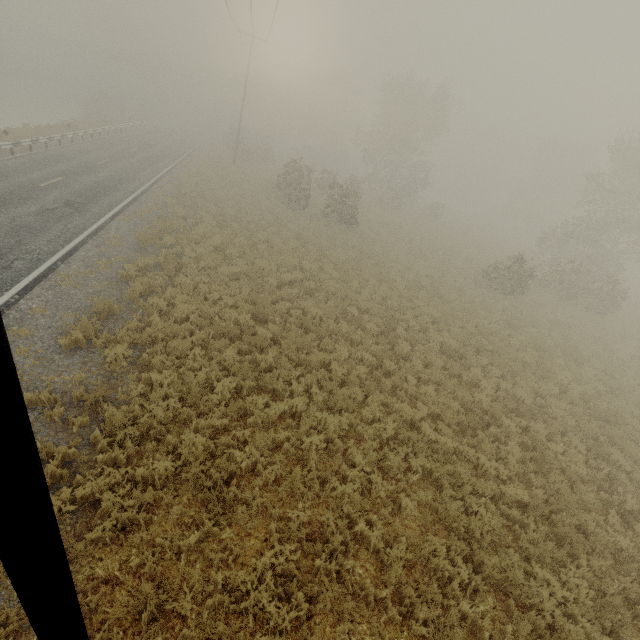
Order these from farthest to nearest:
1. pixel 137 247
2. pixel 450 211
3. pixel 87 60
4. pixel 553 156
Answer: pixel 87 60 → pixel 450 211 → pixel 553 156 → pixel 137 247

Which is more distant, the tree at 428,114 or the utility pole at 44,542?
the tree at 428,114

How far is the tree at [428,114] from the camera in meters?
26.7 m

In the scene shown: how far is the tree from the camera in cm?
2666

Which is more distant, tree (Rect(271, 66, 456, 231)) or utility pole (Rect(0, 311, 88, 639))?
tree (Rect(271, 66, 456, 231))
